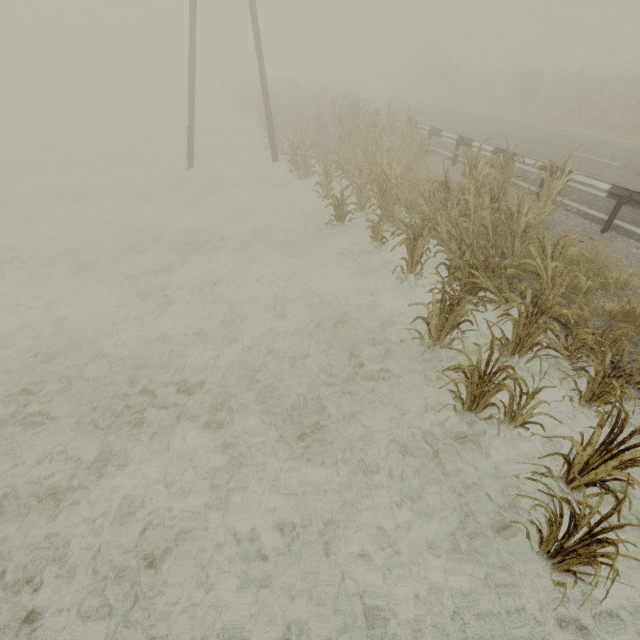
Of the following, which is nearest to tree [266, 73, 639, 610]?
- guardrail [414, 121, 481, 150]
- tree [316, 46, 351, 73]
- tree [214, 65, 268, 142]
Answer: guardrail [414, 121, 481, 150]

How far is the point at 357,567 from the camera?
3.55m

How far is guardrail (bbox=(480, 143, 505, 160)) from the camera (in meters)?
9.94

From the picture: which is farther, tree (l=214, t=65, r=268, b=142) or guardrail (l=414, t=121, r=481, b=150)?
tree (l=214, t=65, r=268, b=142)

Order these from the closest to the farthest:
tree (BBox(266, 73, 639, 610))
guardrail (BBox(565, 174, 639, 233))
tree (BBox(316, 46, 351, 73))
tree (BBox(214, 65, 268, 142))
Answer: tree (BBox(266, 73, 639, 610)) < guardrail (BBox(565, 174, 639, 233)) < tree (BBox(214, 65, 268, 142)) < tree (BBox(316, 46, 351, 73))

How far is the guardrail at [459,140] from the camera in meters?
11.2

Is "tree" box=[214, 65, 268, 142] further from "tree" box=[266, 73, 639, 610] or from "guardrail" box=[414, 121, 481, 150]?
"tree" box=[266, 73, 639, 610]
